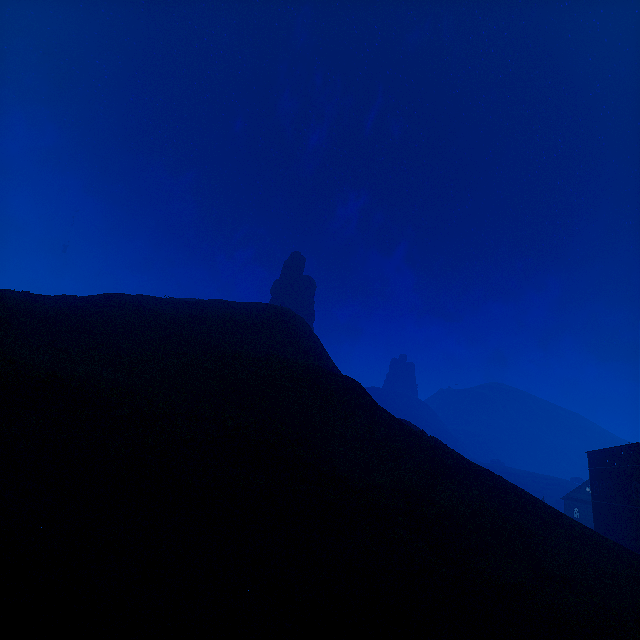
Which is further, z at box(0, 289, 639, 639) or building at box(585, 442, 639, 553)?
building at box(585, 442, 639, 553)

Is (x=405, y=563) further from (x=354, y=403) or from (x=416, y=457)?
(x=354, y=403)

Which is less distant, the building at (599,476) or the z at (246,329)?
the z at (246,329)
